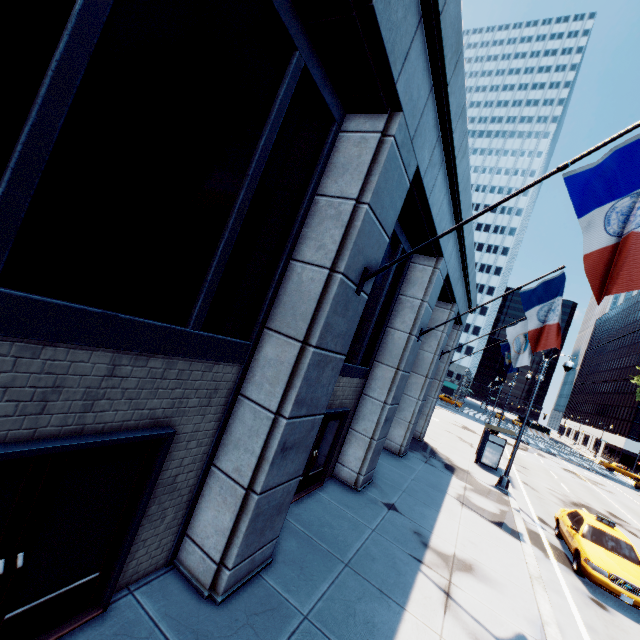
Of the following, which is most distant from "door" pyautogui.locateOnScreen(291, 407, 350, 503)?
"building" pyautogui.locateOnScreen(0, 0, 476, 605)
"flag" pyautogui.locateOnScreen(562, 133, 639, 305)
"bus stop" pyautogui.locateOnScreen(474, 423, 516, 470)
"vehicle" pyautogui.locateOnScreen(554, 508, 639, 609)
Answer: "bus stop" pyautogui.locateOnScreen(474, 423, 516, 470)

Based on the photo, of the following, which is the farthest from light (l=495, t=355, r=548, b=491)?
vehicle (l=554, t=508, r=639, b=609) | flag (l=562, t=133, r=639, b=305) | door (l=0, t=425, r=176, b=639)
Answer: door (l=0, t=425, r=176, b=639)

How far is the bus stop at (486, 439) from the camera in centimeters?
1931cm

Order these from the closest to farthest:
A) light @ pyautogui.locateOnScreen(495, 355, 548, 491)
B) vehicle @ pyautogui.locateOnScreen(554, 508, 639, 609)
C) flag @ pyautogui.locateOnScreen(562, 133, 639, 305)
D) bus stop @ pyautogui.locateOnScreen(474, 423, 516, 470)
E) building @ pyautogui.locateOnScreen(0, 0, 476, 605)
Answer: building @ pyautogui.locateOnScreen(0, 0, 476, 605), flag @ pyautogui.locateOnScreen(562, 133, 639, 305), vehicle @ pyautogui.locateOnScreen(554, 508, 639, 609), light @ pyautogui.locateOnScreen(495, 355, 548, 491), bus stop @ pyautogui.locateOnScreen(474, 423, 516, 470)

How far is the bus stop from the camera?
19.3m

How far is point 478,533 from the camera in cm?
1010

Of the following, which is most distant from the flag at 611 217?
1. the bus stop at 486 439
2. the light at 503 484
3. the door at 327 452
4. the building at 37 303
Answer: the bus stop at 486 439

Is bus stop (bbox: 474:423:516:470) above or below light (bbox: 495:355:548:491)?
above
